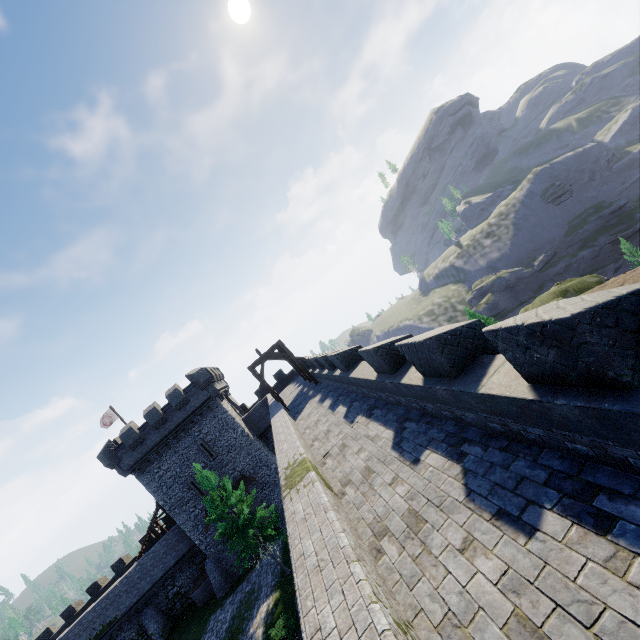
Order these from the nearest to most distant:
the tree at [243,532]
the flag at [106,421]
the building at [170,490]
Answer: the tree at [243,532] < the building at [170,490] < the flag at [106,421]

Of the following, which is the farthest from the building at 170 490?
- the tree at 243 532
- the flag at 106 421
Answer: the tree at 243 532

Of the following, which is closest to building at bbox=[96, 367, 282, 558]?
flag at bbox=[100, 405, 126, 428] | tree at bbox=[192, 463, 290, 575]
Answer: flag at bbox=[100, 405, 126, 428]

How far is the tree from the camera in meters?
22.1

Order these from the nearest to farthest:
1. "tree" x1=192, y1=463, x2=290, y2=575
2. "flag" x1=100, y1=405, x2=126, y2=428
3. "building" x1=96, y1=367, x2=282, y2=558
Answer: "tree" x1=192, y1=463, x2=290, y2=575 < "building" x1=96, y1=367, x2=282, y2=558 < "flag" x1=100, y1=405, x2=126, y2=428

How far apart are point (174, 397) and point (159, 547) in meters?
15.5

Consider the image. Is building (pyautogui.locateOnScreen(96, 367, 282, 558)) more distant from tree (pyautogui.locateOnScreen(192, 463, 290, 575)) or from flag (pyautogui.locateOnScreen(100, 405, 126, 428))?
tree (pyautogui.locateOnScreen(192, 463, 290, 575))
